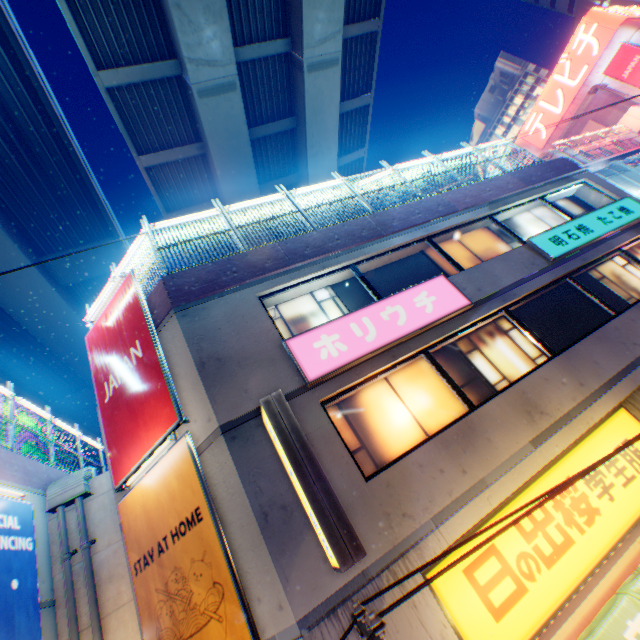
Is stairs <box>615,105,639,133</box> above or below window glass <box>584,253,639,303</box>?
above

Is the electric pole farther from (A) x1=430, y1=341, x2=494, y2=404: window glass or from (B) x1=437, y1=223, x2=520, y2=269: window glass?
(B) x1=437, y1=223, x2=520, y2=269: window glass

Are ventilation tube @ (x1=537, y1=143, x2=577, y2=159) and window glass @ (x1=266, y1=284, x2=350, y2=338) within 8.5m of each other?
no

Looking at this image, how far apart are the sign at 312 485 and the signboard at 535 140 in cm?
5161

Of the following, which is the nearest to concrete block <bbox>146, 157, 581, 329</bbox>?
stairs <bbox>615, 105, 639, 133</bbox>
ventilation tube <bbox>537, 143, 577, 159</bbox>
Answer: ventilation tube <bbox>537, 143, 577, 159</bbox>

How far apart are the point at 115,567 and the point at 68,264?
17.05m

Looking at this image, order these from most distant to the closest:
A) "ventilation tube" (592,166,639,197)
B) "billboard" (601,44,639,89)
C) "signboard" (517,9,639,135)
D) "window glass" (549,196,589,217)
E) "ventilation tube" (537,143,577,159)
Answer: "signboard" (517,9,639,135), "billboard" (601,44,639,89), "ventilation tube" (537,143,577,159), "ventilation tube" (592,166,639,197), "window glass" (549,196,589,217)

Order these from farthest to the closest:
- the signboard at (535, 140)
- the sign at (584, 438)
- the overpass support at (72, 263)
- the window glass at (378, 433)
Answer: the signboard at (535, 140) < the overpass support at (72, 263) < the window glass at (378, 433) < the sign at (584, 438)
